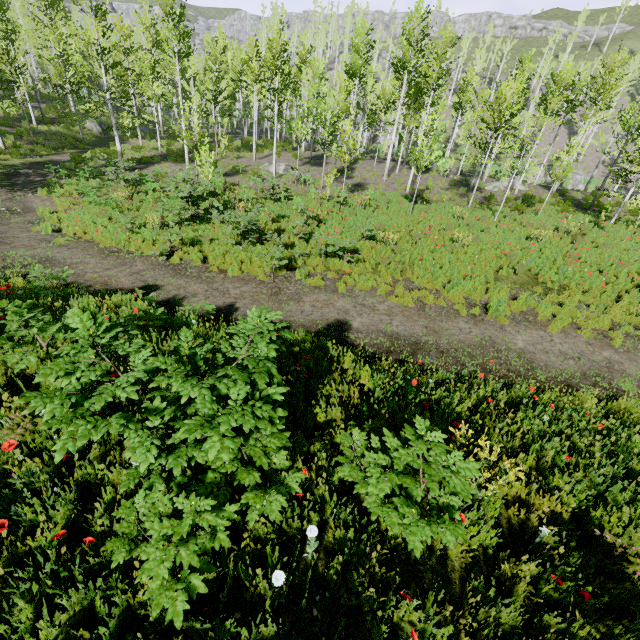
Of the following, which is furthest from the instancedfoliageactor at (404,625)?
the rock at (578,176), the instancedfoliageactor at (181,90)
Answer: the rock at (578,176)

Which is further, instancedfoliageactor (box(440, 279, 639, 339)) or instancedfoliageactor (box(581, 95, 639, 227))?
→ instancedfoliageactor (box(581, 95, 639, 227))

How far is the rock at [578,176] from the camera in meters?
36.4 m

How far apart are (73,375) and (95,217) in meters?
15.0

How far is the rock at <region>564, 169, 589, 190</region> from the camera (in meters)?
36.38

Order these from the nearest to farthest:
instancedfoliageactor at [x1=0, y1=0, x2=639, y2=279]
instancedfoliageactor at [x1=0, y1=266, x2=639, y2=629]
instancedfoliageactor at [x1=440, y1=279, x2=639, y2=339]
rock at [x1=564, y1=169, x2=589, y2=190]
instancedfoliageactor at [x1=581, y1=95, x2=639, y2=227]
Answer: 1. instancedfoliageactor at [x1=0, y1=266, x2=639, y2=629]
2. instancedfoliageactor at [x1=440, y1=279, x2=639, y2=339]
3. instancedfoliageactor at [x1=0, y1=0, x2=639, y2=279]
4. instancedfoliageactor at [x1=581, y1=95, x2=639, y2=227]
5. rock at [x1=564, y1=169, x2=589, y2=190]

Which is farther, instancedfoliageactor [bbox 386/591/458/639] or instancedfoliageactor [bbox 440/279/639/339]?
instancedfoliageactor [bbox 440/279/639/339]

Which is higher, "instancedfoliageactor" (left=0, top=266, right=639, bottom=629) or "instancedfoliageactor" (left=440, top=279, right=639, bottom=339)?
"instancedfoliageactor" (left=0, top=266, right=639, bottom=629)
